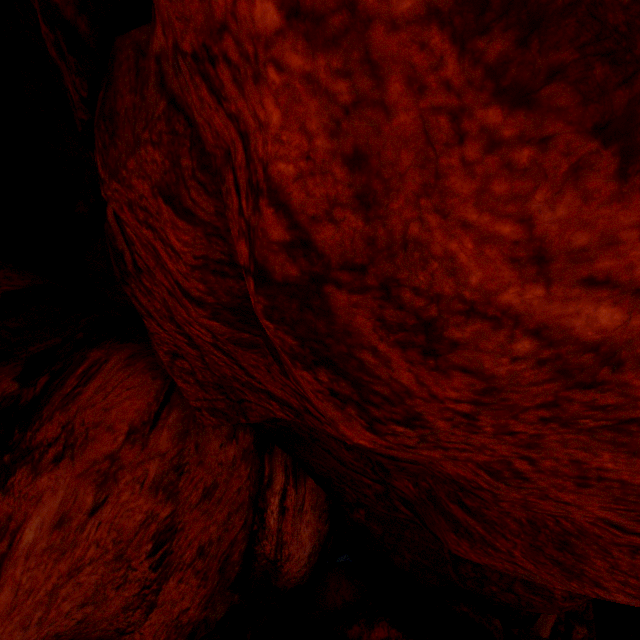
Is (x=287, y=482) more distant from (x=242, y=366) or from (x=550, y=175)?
(x=550, y=175)
